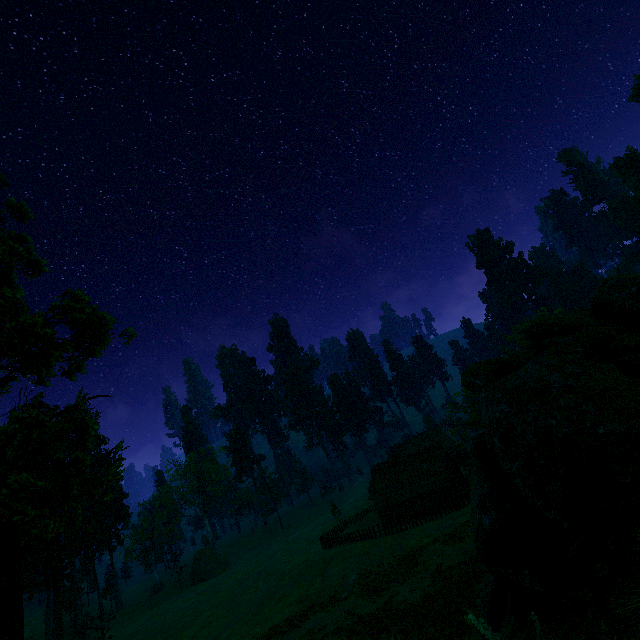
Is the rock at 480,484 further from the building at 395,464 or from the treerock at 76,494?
the building at 395,464

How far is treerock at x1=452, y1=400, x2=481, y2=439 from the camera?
24.4 meters

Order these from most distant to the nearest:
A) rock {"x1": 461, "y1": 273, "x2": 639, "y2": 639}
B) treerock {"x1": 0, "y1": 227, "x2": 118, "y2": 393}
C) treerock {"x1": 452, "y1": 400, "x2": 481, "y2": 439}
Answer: treerock {"x1": 452, "y1": 400, "x2": 481, "y2": 439}
treerock {"x1": 0, "y1": 227, "x2": 118, "y2": 393}
rock {"x1": 461, "y1": 273, "x2": 639, "y2": 639}

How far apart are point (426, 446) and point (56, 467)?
49.25m

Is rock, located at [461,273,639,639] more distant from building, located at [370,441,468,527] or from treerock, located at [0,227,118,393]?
building, located at [370,441,468,527]

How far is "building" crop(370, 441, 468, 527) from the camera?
45.5m

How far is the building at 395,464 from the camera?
45.5m

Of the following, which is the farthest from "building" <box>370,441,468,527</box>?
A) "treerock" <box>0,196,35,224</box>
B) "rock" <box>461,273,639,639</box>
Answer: "rock" <box>461,273,639,639</box>
